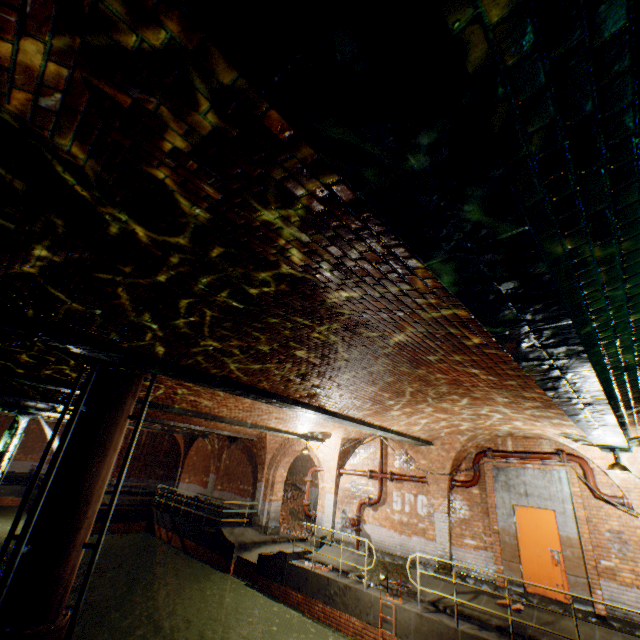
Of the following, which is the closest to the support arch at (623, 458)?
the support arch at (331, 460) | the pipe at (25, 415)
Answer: the support arch at (331, 460)

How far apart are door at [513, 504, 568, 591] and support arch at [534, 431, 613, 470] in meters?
1.7

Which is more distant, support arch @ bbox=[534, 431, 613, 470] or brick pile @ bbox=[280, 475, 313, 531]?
brick pile @ bbox=[280, 475, 313, 531]

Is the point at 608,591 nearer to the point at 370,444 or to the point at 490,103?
the point at 370,444

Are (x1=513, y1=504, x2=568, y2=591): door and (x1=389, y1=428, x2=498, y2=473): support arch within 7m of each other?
yes

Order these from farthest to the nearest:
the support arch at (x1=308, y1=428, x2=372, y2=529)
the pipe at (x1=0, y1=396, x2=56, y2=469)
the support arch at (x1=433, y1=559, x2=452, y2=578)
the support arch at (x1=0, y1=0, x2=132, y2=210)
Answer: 1. the support arch at (x1=308, y1=428, x2=372, y2=529)
2. the pipe at (x1=0, y1=396, x2=56, y2=469)
3. the support arch at (x1=433, y1=559, x2=452, y2=578)
4. the support arch at (x1=0, y1=0, x2=132, y2=210)

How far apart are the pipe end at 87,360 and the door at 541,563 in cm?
1061

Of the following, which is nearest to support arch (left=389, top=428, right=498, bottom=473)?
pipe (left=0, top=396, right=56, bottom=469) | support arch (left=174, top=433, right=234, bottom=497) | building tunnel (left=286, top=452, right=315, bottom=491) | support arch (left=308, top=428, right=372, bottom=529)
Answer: support arch (left=308, top=428, right=372, bottom=529)
